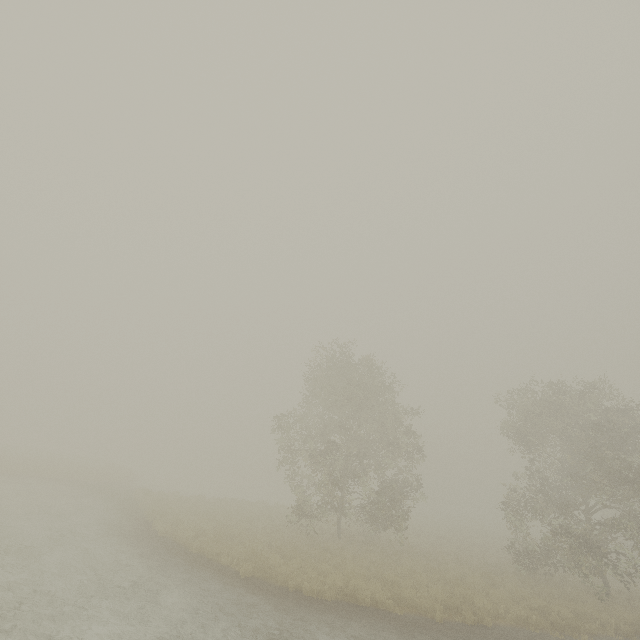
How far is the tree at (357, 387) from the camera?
18.69m

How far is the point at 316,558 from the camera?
15.1m

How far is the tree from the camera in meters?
18.7 m
